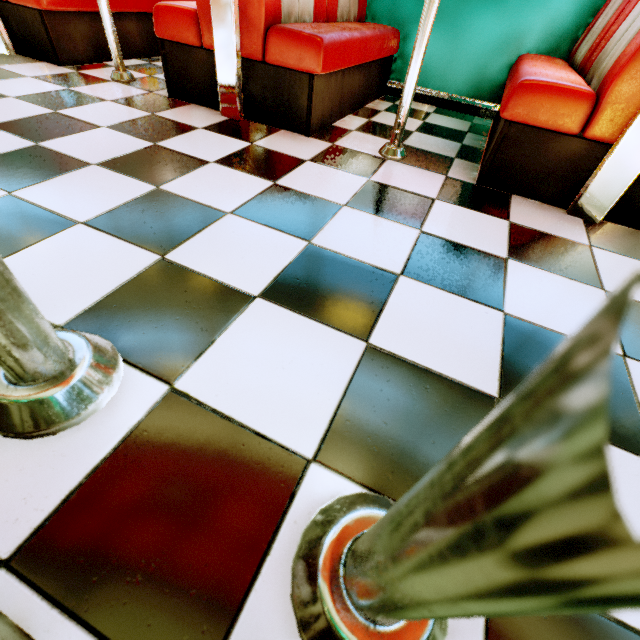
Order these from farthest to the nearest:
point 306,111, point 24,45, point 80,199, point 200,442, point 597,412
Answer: point 24,45, point 306,111, point 80,199, point 200,442, point 597,412

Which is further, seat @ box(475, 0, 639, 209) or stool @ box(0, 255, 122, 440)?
seat @ box(475, 0, 639, 209)

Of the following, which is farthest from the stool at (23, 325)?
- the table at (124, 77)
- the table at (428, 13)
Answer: the table at (124, 77)

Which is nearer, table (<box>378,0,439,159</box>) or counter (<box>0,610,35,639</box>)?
counter (<box>0,610,35,639</box>)

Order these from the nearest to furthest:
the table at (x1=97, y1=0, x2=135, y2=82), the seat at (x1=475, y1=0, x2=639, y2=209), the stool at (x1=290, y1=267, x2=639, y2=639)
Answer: the stool at (x1=290, y1=267, x2=639, y2=639) → the seat at (x1=475, y1=0, x2=639, y2=209) → the table at (x1=97, y1=0, x2=135, y2=82)

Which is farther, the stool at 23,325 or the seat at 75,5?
the seat at 75,5

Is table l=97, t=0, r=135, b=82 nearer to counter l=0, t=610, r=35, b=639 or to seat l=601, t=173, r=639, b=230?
counter l=0, t=610, r=35, b=639

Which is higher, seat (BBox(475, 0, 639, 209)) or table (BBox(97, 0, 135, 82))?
seat (BBox(475, 0, 639, 209))
